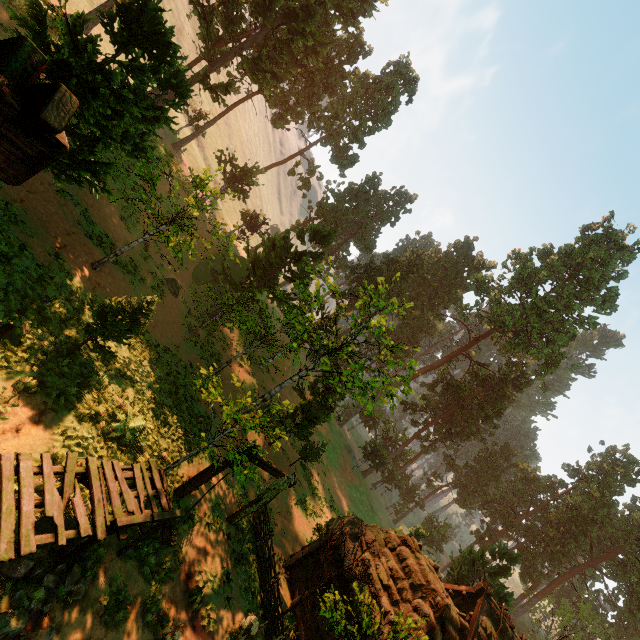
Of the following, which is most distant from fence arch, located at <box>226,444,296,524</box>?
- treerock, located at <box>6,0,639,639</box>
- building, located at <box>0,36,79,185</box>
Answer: treerock, located at <box>6,0,639,639</box>

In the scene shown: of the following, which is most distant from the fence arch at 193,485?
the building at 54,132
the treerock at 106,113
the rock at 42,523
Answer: the rock at 42,523

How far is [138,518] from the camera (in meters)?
7.72

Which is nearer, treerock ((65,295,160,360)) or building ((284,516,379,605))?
treerock ((65,295,160,360))

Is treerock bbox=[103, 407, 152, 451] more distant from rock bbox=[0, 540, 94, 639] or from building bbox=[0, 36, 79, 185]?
rock bbox=[0, 540, 94, 639]

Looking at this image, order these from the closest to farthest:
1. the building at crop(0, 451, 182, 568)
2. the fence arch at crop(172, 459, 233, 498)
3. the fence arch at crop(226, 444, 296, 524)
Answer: the building at crop(0, 451, 182, 568), the fence arch at crop(172, 459, 233, 498), the fence arch at crop(226, 444, 296, 524)

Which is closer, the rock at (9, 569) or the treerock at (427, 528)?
the rock at (9, 569)

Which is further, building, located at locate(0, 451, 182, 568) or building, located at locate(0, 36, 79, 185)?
building, located at locate(0, 451, 182, 568)
